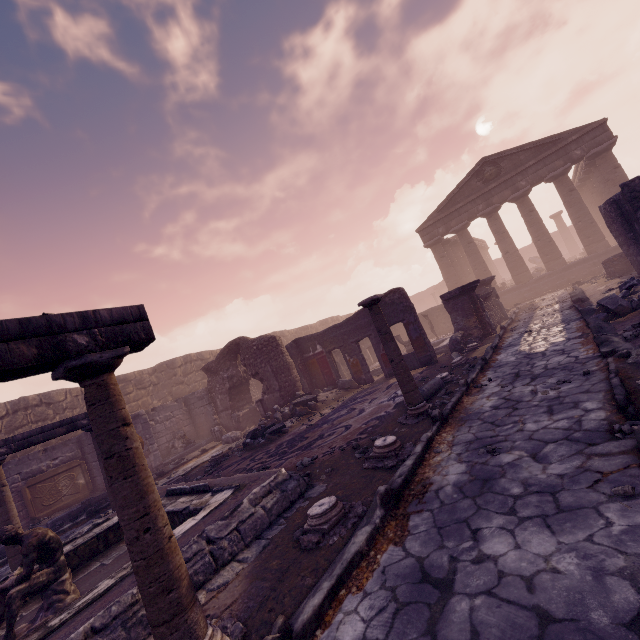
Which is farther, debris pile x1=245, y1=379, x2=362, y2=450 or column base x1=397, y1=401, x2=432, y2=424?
debris pile x1=245, y1=379, x2=362, y2=450

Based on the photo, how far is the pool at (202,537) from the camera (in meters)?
3.52

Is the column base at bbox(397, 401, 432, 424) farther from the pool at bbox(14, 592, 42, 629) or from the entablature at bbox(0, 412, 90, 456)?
the entablature at bbox(0, 412, 90, 456)

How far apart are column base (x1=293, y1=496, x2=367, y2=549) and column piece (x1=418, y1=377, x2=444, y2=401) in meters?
3.3

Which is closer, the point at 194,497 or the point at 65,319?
the point at 65,319

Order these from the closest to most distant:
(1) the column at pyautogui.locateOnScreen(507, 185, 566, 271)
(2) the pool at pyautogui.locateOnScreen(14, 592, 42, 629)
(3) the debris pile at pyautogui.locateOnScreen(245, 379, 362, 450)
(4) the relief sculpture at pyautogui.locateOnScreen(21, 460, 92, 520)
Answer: (2) the pool at pyautogui.locateOnScreen(14, 592, 42, 629)
(3) the debris pile at pyautogui.locateOnScreen(245, 379, 362, 450)
(4) the relief sculpture at pyautogui.locateOnScreen(21, 460, 92, 520)
(1) the column at pyautogui.locateOnScreen(507, 185, 566, 271)

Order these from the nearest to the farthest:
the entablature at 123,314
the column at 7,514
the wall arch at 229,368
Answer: the entablature at 123,314, the column at 7,514, the wall arch at 229,368

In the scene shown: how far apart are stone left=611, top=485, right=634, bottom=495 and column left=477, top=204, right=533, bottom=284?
21.8m
